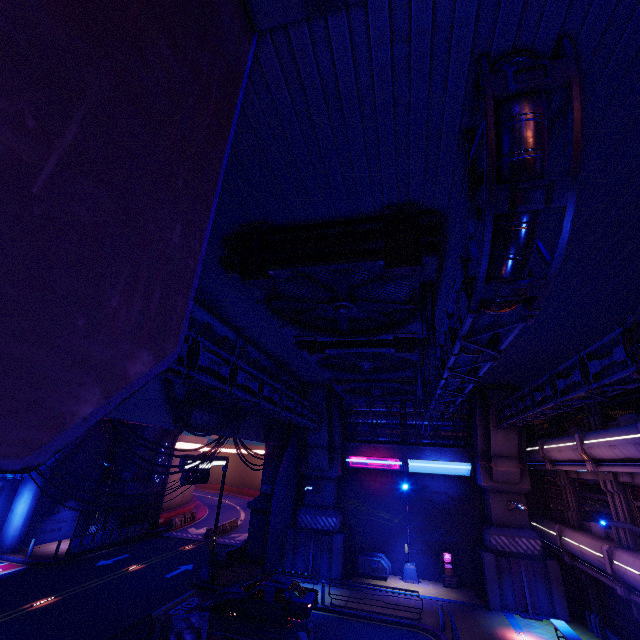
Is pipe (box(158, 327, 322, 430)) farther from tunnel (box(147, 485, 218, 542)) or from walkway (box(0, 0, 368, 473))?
tunnel (box(147, 485, 218, 542))

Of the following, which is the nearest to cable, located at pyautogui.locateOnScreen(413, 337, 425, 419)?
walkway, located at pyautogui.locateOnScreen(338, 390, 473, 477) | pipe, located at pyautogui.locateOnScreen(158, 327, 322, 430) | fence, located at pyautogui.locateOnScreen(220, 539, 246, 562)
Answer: pipe, located at pyautogui.locateOnScreen(158, 327, 322, 430)

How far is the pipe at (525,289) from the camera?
4.09m

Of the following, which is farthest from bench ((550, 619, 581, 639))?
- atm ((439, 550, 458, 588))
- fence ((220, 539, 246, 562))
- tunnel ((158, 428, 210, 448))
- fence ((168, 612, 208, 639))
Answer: tunnel ((158, 428, 210, 448))

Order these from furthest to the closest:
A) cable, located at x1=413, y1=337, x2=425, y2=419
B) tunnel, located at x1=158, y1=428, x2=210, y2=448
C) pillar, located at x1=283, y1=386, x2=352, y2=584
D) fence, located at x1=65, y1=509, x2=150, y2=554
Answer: tunnel, located at x1=158, y1=428, x2=210, y2=448
fence, located at x1=65, y1=509, x2=150, y2=554
pillar, located at x1=283, y1=386, x2=352, y2=584
cable, located at x1=413, y1=337, x2=425, y2=419

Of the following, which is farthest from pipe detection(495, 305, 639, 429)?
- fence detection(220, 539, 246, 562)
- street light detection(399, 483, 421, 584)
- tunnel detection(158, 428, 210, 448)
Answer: fence detection(220, 539, 246, 562)

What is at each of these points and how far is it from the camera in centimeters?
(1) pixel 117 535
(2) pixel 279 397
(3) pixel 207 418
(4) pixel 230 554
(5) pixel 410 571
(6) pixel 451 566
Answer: (1) fence, 2698cm
(2) pipe, 1608cm
(3) walkway, 1653cm
(4) fence, 2361cm
(5) street light, 2227cm
(6) atm, 2228cm

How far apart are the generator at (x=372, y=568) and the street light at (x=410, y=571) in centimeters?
70cm
